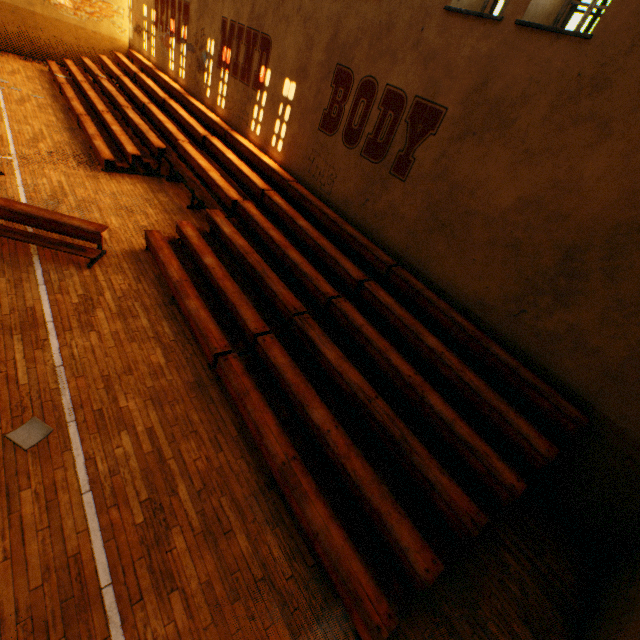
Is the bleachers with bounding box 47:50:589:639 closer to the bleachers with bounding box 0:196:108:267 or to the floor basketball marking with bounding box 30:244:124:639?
the bleachers with bounding box 0:196:108:267

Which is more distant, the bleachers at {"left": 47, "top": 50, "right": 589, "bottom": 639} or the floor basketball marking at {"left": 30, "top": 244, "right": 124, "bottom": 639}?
the bleachers at {"left": 47, "top": 50, "right": 589, "bottom": 639}

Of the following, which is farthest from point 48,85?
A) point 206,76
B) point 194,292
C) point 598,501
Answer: point 598,501

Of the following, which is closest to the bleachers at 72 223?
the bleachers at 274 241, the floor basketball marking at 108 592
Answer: the floor basketball marking at 108 592

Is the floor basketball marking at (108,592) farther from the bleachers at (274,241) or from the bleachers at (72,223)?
the bleachers at (274,241)

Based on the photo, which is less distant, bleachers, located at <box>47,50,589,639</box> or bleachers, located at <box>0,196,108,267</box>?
bleachers, located at <box>47,50,589,639</box>

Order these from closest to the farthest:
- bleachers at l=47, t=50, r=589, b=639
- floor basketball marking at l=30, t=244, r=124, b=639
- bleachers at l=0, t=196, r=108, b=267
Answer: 1. floor basketball marking at l=30, t=244, r=124, b=639
2. bleachers at l=47, t=50, r=589, b=639
3. bleachers at l=0, t=196, r=108, b=267
